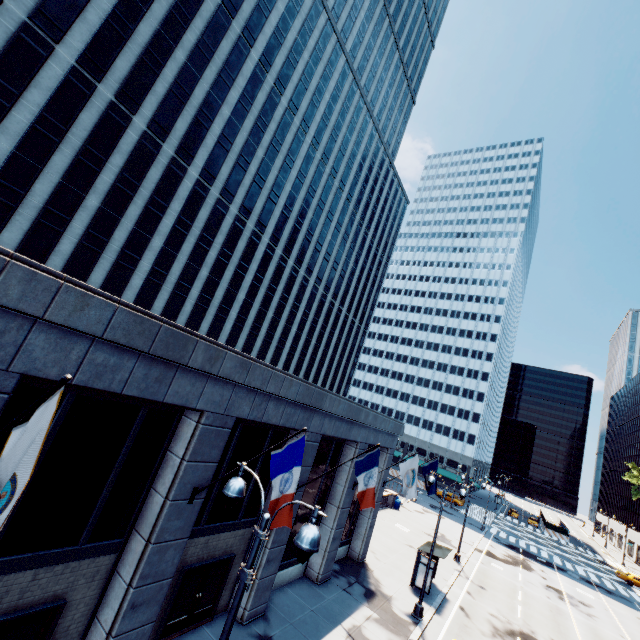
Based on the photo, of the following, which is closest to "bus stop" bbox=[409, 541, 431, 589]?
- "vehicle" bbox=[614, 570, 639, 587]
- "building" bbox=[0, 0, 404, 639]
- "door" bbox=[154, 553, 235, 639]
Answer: "building" bbox=[0, 0, 404, 639]

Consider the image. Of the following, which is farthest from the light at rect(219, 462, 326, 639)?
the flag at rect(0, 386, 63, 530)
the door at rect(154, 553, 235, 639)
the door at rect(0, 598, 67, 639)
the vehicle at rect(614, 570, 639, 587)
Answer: the vehicle at rect(614, 570, 639, 587)

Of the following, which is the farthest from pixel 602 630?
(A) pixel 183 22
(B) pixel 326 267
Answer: (A) pixel 183 22

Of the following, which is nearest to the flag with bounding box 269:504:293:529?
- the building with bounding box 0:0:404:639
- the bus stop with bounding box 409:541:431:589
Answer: the building with bounding box 0:0:404:639

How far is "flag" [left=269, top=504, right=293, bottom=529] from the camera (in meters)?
8.07

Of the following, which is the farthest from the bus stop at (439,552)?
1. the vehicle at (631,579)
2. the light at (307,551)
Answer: the vehicle at (631,579)

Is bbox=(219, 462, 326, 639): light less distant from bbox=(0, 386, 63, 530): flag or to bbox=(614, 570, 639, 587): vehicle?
bbox=(0, 386, 63, 530): flag

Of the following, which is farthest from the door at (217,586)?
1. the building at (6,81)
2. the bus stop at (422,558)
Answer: the bus stop at (422,558)
